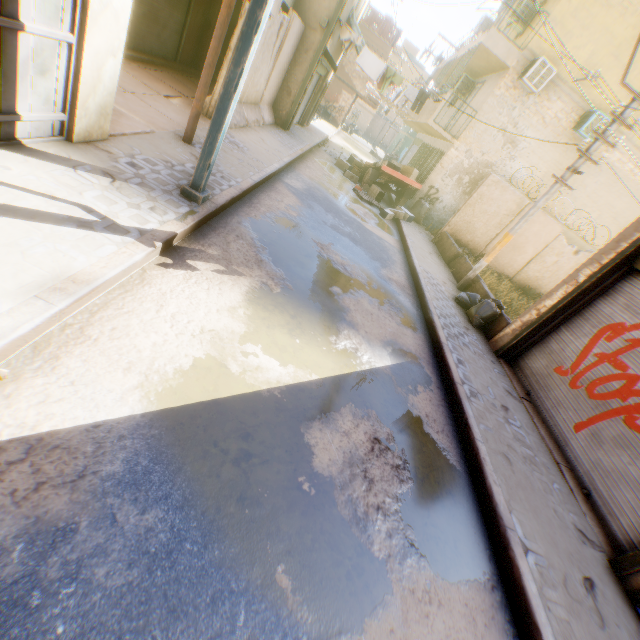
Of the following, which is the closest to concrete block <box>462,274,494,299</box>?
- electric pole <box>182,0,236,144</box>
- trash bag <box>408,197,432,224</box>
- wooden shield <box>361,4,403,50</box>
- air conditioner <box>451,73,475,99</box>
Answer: trash bag <box>408,197,432,224</box>

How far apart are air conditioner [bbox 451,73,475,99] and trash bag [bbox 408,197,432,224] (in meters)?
5.92

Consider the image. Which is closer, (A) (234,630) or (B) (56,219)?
(A) (234,630)

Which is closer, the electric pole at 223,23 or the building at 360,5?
the electric pole at 223,23

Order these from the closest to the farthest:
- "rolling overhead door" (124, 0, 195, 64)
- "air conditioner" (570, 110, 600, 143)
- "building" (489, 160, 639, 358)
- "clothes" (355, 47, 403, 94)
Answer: "building" (489, 160, 639, 358) < "rolling overhead door" (124, 0, 195, 64) < "air conditioner" (570, 110, 600, 143) < "clothes" (355, 47, 403, 94)

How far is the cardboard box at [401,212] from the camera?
12.8m

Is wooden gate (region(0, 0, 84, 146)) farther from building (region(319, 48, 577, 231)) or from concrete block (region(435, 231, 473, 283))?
concrete block (region(435, 231, 473, 283))

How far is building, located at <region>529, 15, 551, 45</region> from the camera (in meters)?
11.73
